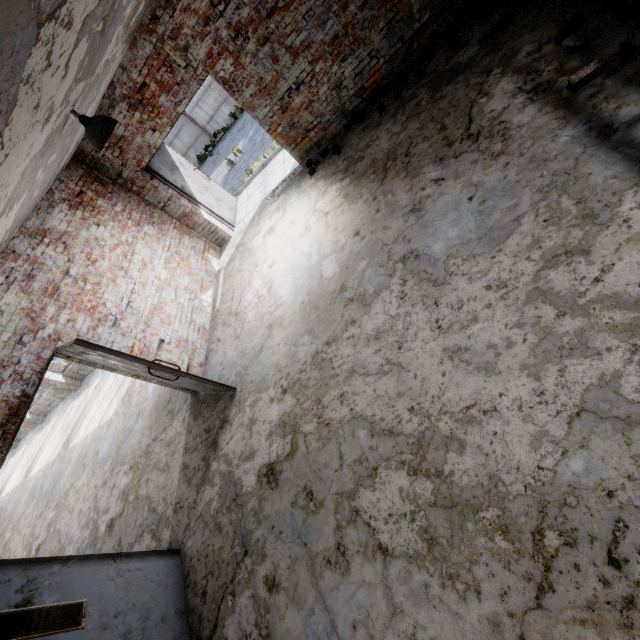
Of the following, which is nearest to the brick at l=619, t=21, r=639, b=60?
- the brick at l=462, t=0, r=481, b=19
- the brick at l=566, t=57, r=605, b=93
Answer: the brick at l=566, t=57, r=605, b=93

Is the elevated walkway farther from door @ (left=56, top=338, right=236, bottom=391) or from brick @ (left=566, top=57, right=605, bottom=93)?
brick @ (left=566, top=57, right=605, bottom=93)

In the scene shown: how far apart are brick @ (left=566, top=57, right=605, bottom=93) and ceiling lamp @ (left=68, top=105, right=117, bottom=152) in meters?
4.7 m

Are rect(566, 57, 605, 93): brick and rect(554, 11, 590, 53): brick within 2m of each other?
yes

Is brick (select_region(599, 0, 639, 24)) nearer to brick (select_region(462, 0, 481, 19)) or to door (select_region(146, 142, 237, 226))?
brick (select_region(462, 0, 481, 19))

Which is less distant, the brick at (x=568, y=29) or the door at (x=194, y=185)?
the brick at (x=568, y=29)

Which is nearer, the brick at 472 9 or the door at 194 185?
the brick at 472 9

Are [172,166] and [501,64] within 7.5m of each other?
yes
